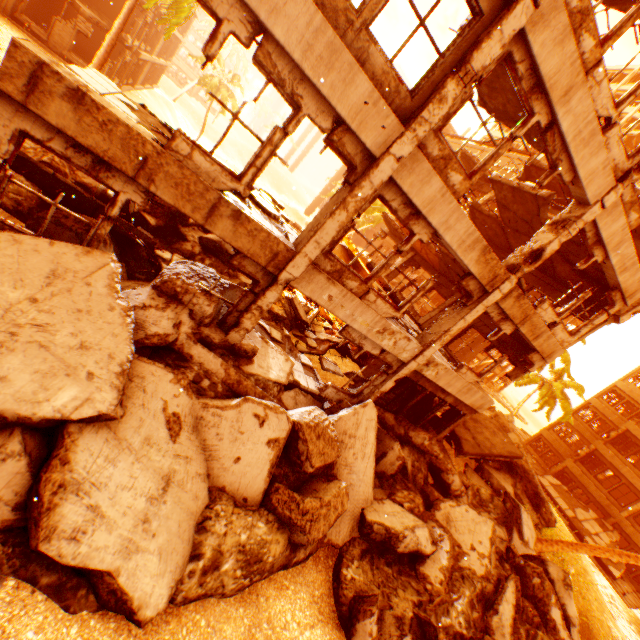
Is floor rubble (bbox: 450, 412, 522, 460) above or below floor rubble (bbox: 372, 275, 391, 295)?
below

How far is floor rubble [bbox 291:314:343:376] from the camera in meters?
12.1

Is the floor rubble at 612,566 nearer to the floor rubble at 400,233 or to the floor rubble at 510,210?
the floor rubble at 510,210

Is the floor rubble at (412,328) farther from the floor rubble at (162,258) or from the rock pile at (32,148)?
the floor rubble at (162,258)

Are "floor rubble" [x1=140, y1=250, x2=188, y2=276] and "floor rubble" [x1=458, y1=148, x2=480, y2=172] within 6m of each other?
no

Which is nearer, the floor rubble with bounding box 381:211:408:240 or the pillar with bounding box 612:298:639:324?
the pillar with bounding box 612:298:639:324

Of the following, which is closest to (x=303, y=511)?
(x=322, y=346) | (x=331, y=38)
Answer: (x=322, y=346)

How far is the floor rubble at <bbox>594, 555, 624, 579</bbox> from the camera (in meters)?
22.50
